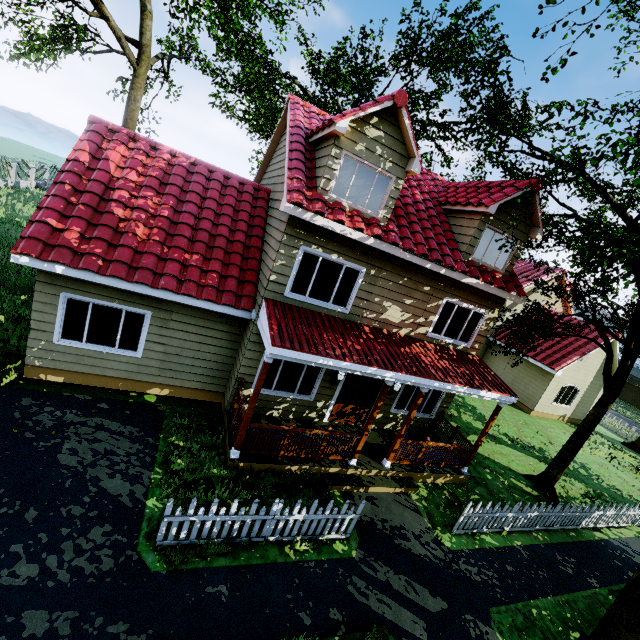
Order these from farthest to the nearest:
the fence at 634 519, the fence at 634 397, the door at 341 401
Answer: the fence at 634 397 → the door at 341 401 → the fence at 634 519

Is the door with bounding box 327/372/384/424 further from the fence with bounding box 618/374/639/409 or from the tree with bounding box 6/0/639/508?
the tree with bounding box 6/0/639/508

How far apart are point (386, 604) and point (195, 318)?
7.8 meters

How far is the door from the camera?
10.36m

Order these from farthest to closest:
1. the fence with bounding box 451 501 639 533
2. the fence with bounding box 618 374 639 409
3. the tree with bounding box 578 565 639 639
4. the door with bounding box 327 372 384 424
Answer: the fence with bounding box 618 374 639 409 → the door with bounding box 327 372 384 424 → the fence with bounding box 451 501 639 533 → the tree with bounding box 578 565 639 639

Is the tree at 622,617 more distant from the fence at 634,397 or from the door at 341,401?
the door at 341,401
